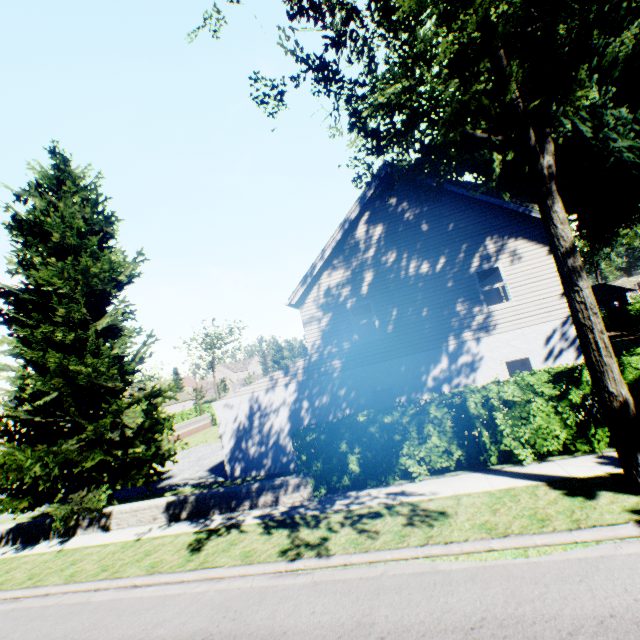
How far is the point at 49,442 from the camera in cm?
1282

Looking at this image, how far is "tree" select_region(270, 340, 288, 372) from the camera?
58.53m

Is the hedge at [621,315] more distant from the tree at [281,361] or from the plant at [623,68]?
the plant at [623,68]

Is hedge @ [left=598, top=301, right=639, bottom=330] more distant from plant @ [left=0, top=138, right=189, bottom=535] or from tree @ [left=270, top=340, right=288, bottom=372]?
plant @ [left=0, top=138, right=189, bottom=535]

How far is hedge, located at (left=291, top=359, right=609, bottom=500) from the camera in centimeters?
852cm

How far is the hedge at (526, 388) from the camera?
8.52m
